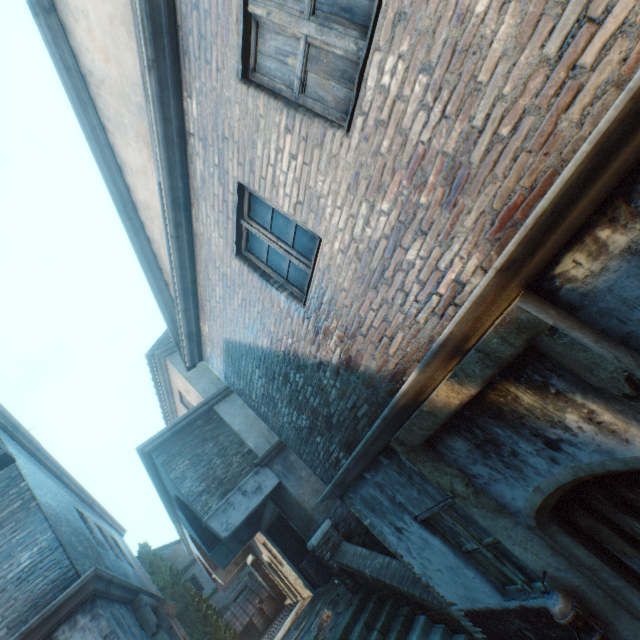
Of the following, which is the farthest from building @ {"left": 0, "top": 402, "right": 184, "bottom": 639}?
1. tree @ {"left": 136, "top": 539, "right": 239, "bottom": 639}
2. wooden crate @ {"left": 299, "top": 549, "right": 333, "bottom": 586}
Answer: wooden crate @ {"left": 299, "top": 549, "right": 333, "bottom": 586}

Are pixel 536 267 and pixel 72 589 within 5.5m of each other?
no

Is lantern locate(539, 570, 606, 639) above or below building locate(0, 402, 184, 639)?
below

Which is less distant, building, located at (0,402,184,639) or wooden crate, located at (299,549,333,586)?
building, located at (0,402,184,639)

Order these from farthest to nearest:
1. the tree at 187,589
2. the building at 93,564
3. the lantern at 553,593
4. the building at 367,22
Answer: the tree at 187,589
the building at 93,564
the lantern at 553,593
the building at 367,22

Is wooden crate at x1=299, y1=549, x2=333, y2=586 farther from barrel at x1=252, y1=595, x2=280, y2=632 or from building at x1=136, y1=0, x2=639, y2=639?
barrel at x1=252, y1=595, x2=280, y2=632

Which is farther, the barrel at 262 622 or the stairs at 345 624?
the barrel at 262 622

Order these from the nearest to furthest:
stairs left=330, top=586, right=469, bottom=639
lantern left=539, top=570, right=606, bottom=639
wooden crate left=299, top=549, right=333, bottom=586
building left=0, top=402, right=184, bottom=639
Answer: lantern left=539, top=570, right=606, bottom=639 → building left=0, top=402, right=184, bottom=639 → stairs left=330, top=586, right=469, bottom=639 → wooden crate left=299, top=549, right=333, bottom=586
